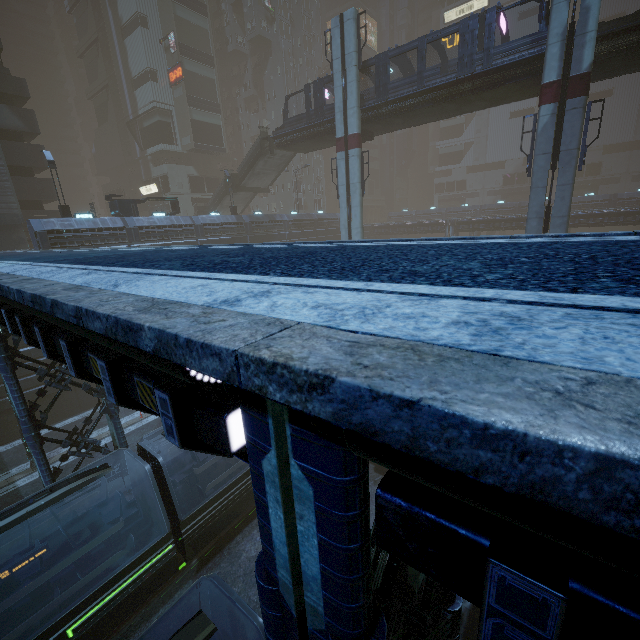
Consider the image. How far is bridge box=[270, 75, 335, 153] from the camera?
27.4m

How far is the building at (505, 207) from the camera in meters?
53.8

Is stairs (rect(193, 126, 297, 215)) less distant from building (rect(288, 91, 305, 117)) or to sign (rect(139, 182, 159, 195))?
building (rect(288, 91, 305, 117))

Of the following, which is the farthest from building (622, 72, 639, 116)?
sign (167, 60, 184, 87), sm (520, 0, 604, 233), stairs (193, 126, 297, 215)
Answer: stairs (193, 126, 297, 215)

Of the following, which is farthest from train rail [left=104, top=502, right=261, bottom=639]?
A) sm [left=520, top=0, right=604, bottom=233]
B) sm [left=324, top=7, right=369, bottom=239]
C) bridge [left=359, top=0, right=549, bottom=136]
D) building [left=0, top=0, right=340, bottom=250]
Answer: bridge [left=359, top=0, right=549, bottom=136]

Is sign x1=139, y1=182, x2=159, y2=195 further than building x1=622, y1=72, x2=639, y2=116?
No

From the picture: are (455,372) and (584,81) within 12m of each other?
no

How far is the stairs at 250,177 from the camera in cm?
3369
